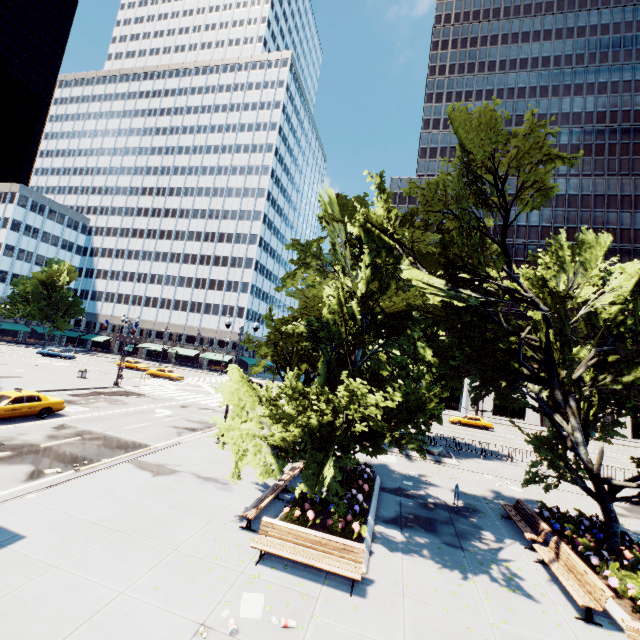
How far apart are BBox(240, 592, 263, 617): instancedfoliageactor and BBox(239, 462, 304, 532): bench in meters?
2.5

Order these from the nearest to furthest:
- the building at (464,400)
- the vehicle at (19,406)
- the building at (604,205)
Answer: the vehicle at (19,406)
the building at (604,205)
the building at (464,400)

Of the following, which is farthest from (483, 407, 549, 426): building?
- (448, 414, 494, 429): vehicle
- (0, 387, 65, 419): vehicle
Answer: (0, 387, 65, 419): vehicle

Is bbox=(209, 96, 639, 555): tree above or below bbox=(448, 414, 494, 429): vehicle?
above

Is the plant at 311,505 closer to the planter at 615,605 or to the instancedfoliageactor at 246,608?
the instancedfoliageactor at 246,608

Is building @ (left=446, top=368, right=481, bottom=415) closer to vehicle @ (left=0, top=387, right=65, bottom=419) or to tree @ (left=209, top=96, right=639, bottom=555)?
tree @ (left=209, top=96, right=639, bottom=555)

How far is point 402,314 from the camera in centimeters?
1255cm

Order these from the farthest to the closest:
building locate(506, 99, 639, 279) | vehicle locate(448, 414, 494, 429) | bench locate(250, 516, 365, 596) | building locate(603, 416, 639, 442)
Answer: building locate(506, 99, 639, 279) < building locate(603, 416, 639, 442) < vehicle locate(448, 414, 494, 429) < bench locate(250, 516, 365, 596)
